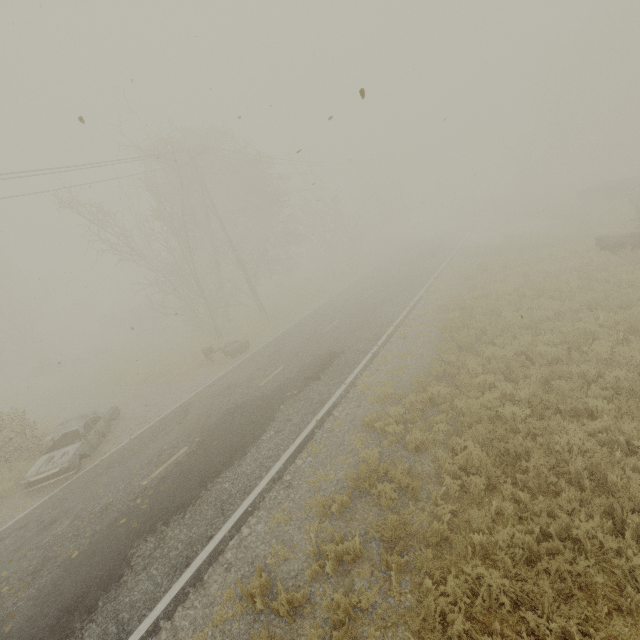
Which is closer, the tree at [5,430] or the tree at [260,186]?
the tree at [5,430]

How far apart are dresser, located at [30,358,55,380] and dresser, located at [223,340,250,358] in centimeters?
2245cm

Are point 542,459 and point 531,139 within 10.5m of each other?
no

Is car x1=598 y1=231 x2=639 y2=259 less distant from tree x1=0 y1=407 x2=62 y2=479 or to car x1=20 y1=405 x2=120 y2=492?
car x1=20 y1=405 x2=120 y2=492

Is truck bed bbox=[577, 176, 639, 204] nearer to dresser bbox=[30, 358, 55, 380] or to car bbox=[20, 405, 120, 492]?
car bbox=[20, 405, 120, 492]

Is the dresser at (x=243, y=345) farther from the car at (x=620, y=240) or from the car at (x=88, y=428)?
the car at (x=620, y=240)

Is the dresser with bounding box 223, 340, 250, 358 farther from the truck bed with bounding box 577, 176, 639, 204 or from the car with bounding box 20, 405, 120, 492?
the truck bed with bounding box 577, 176, 639, 204

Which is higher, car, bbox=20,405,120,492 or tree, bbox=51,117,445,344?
tree, bbox=51,117,445,344
